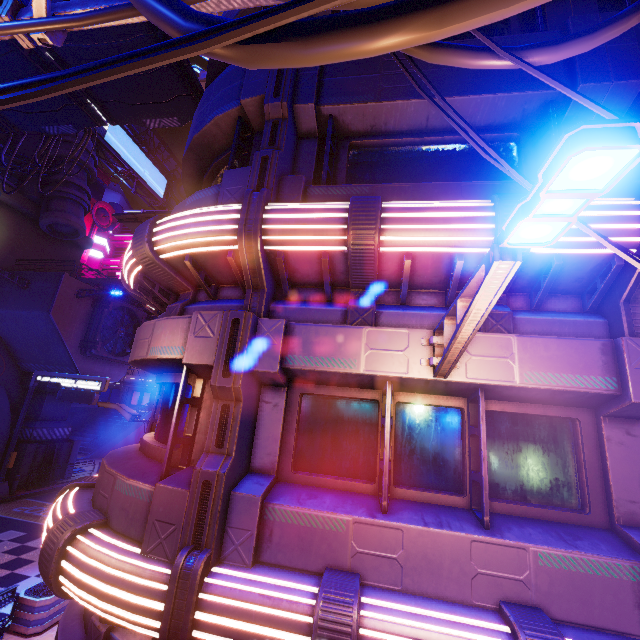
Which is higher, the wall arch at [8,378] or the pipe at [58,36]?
the pipe at [58,36]

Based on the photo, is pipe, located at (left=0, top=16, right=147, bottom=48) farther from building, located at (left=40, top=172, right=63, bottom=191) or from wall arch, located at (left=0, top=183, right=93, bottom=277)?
building, located at (left=40, top=172, right=63, bottom=191)

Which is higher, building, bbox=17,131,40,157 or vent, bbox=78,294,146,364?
building, bbox=17,131,40,157

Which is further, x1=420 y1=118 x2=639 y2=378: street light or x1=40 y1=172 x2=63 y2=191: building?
x1=40 y1=172 x2=63 y2=191: building

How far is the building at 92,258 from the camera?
45.64m

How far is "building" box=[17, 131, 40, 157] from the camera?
23.27m

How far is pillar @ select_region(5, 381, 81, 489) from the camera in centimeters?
2039cm

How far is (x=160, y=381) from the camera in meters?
5.9
